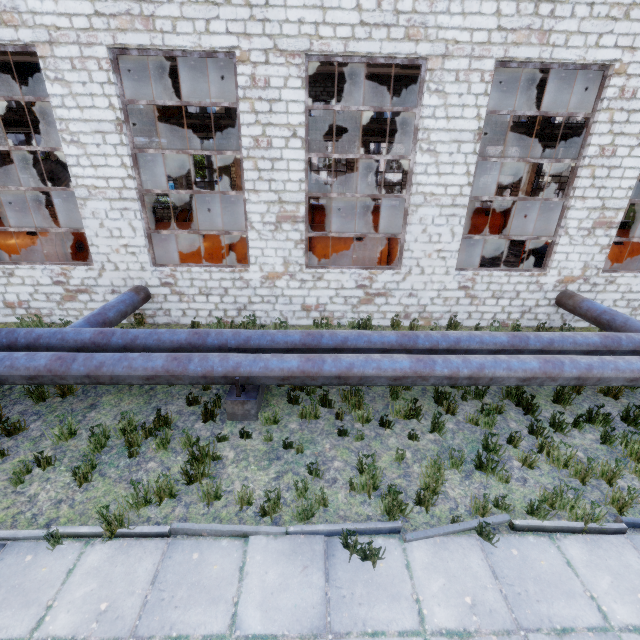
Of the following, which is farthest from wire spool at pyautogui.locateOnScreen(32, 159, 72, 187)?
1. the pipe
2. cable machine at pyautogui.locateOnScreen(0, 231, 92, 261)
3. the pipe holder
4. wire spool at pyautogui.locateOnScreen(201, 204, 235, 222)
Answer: the pipe holder

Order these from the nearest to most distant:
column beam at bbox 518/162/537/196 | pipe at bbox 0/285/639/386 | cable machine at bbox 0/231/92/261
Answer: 1. pipe at bbox 0/285/639/386
2. cable machine at bbox 0/231/92/261
3. column beam at bbox 518/162/537/196

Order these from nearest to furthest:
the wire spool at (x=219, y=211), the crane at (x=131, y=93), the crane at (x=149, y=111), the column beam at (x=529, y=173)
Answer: the wire spool at (x=219, y=211), the crane at (x=131, y=93), the crane at (x=149, y=111), the column beam at (x=529, y=173)

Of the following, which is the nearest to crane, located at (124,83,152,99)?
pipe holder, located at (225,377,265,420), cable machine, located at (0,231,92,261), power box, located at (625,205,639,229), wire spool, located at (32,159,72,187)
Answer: wire spool, located at (32,159,72,187)

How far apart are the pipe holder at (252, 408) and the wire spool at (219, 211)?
10.3m

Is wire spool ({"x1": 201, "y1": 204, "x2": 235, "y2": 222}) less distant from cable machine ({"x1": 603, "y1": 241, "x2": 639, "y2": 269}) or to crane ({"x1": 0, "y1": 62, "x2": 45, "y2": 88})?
crane ({"x1": 0, "y1": 62, "x2": 45, "y2": 88})

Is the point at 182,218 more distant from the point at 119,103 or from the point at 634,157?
the point at 634,157

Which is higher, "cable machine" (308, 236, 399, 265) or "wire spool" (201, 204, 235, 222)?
"wire spool" (201, 204, 235, 222)
